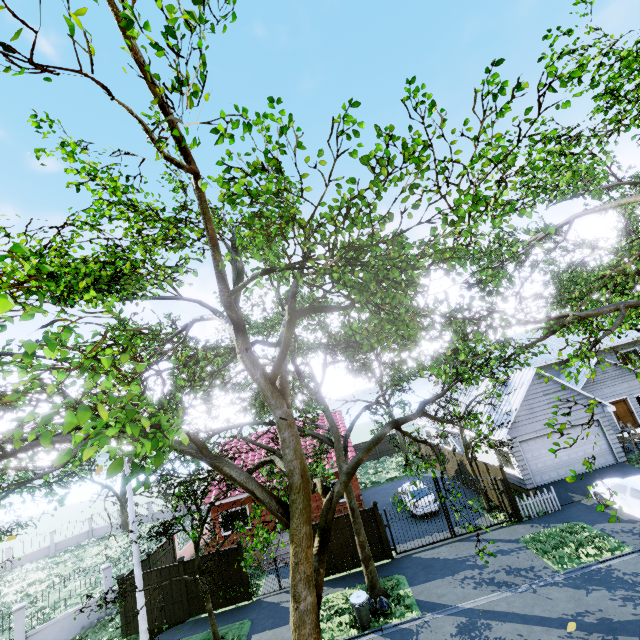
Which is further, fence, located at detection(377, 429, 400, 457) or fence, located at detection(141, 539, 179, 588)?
fence, located at detection(377, 429, 400, 457)

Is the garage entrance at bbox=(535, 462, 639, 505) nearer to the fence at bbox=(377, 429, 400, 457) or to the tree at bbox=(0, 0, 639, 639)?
the fence at bbox=(377, 429, 400, 457)

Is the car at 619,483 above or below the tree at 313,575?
below

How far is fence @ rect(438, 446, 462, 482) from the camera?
22.9m

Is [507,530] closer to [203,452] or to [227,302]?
[203,452]

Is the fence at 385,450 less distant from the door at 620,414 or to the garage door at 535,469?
the garage door at 535,469

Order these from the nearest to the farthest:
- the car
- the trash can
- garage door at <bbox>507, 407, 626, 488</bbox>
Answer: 1. the trash can
2. the car
3. garage door at <bbox>507, 407, 626, 488</bbox>

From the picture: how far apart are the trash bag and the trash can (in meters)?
0.14
